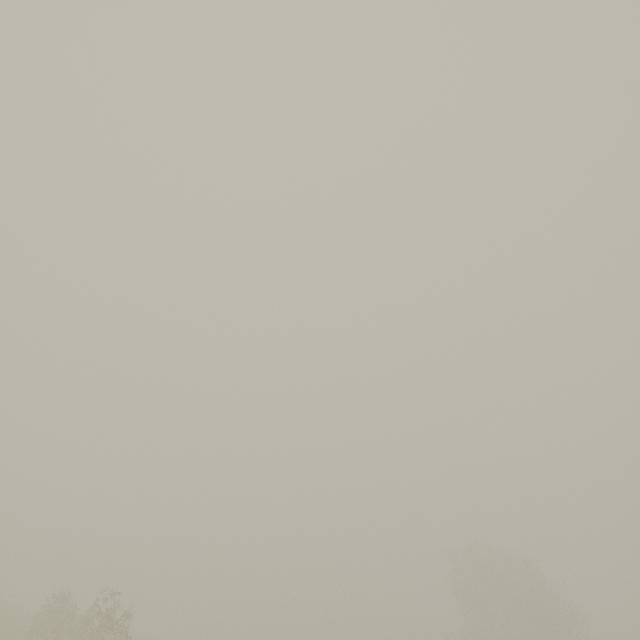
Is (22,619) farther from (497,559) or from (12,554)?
(12,554)
